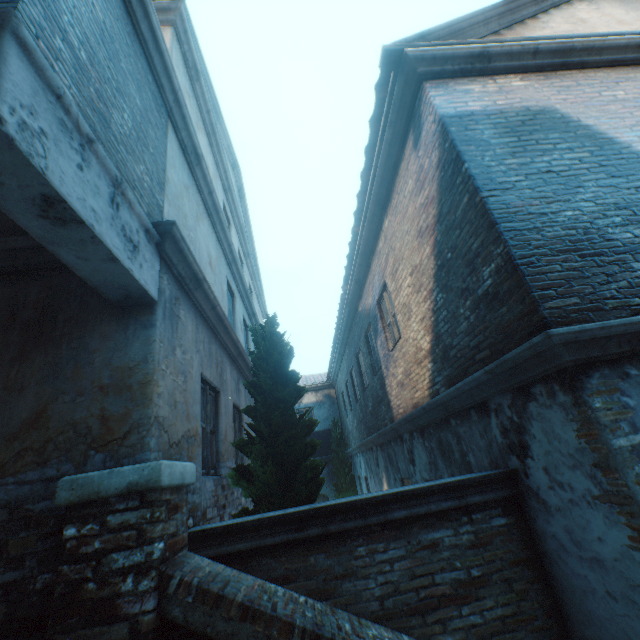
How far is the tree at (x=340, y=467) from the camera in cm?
1599

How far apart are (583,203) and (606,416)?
2.27m

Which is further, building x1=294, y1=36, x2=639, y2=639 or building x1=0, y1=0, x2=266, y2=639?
building x1=294, y1=36, x2=639, y2=639

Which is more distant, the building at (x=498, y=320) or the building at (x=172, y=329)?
the building at (x=498, y=320)

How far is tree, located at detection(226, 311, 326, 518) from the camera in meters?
4.0

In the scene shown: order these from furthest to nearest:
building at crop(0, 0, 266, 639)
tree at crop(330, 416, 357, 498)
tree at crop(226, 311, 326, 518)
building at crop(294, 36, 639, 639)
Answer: tree at crop(330, 416, 357, 498)
tree at crop(226, 311, 326, 518)
building at crop(294, 36, 639, 639)
building at crop(0, 0, 266, 639)

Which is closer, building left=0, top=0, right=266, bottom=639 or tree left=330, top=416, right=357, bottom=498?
building left=0, top=0, right=266, bottom=639
